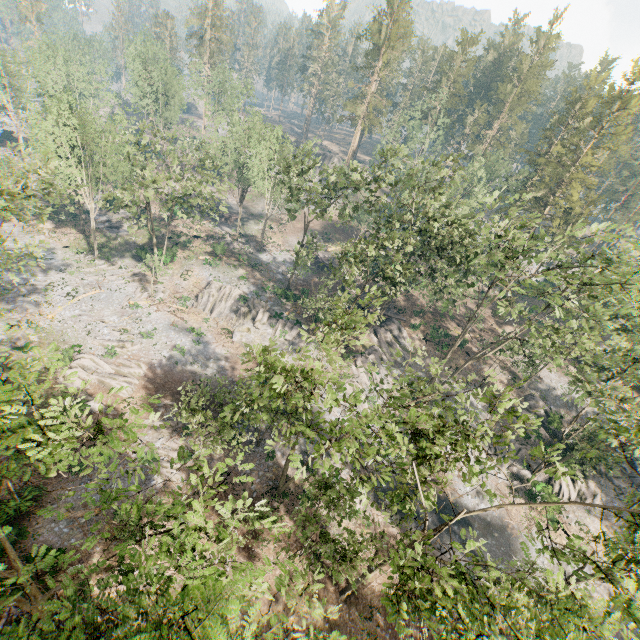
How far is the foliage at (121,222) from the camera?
34.12m

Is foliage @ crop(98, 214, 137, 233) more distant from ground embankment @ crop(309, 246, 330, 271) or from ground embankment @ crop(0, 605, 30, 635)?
ground embankment @ crop(309, 246, 330, 271)

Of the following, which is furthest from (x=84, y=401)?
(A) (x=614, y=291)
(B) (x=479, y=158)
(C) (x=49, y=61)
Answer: (C) (x=49, y=61)

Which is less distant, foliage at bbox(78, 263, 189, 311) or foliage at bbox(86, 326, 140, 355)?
foliage at bbox(86, 326, 140, 355)

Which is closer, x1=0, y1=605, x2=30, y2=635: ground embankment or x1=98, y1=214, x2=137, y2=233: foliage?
x1=0, y1=605, x2=30, y2=635: ground embankment

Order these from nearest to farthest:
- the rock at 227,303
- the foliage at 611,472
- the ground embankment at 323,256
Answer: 1. the foliage at 611,472
2. the rock at 227,303
3. the ground embankment at 323,256

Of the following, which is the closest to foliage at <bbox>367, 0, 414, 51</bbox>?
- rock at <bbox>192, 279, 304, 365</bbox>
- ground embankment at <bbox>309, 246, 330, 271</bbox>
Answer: rock at <bbox>192, 279, 304, 365</bbox>
